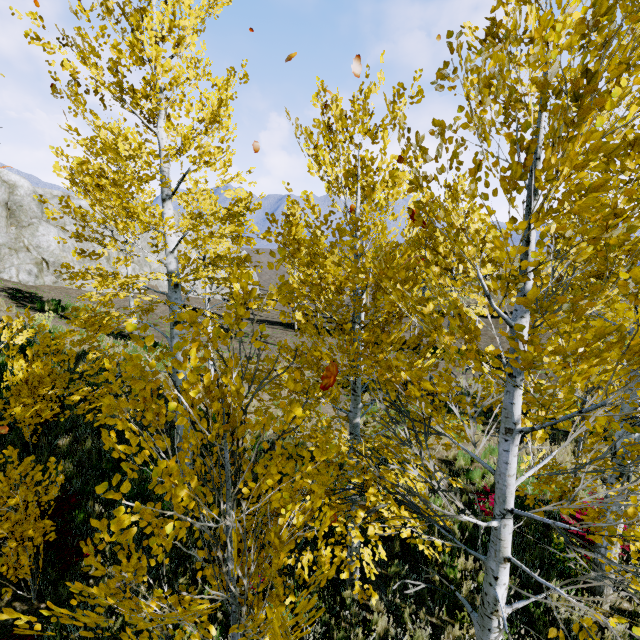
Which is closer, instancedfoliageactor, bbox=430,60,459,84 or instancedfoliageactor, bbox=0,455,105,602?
instancedfoliageactor, bbox=430,60,459,84

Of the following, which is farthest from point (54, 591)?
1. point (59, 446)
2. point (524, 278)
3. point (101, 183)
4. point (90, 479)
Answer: point (524, 278)

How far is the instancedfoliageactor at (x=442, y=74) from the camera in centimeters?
215cm

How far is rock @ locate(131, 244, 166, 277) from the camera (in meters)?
26.91

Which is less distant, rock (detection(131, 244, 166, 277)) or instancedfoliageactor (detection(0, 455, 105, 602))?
Answer: instancedfoliageactor (detection(0, 455, 105, 602))

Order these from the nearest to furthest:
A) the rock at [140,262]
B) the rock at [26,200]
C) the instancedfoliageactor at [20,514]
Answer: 1. the instancedfoliageactor at [20,514]
2. the rock at [26,200]
3. the rock at [140,262]
